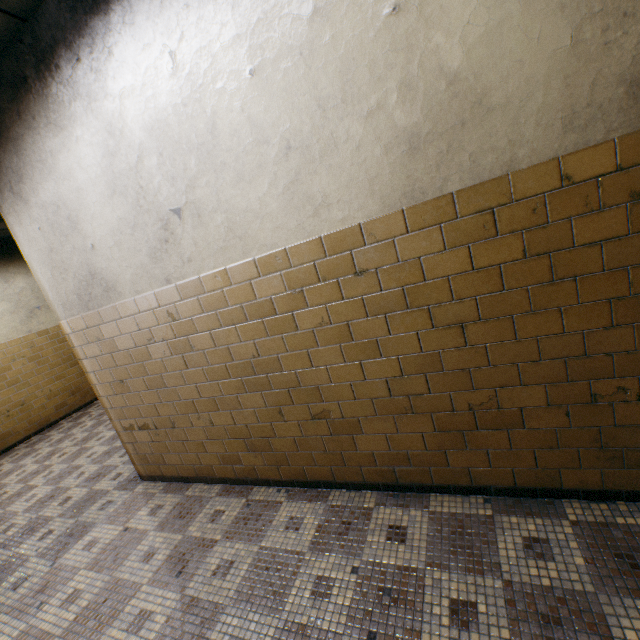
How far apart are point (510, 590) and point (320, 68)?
2.91m
